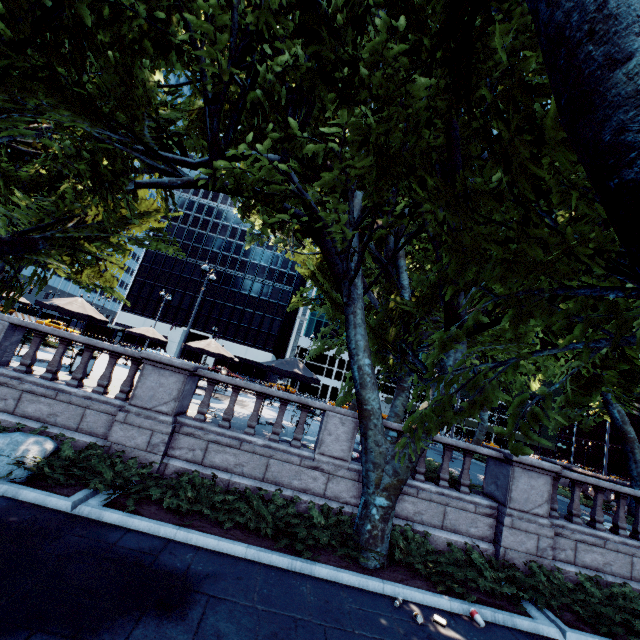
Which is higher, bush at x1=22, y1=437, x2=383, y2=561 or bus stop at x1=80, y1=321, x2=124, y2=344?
bus stop at x1=80, y1=321, x2=124, y2=344

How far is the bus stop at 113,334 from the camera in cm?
3247

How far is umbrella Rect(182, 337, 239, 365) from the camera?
16.2 meters

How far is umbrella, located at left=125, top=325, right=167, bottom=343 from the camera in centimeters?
2144cm

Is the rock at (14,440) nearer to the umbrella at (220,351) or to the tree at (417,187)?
the tree at (417,187)

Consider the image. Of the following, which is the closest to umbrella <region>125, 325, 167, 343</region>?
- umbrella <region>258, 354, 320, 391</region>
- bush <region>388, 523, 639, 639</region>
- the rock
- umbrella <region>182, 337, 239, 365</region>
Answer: umbrella <region>182, 337, 239, 365</region>

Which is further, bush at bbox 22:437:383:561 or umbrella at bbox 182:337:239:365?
umbrella at bbox 182:337:239:365

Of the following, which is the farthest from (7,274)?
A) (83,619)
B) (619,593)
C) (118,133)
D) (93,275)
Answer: (619,593)
